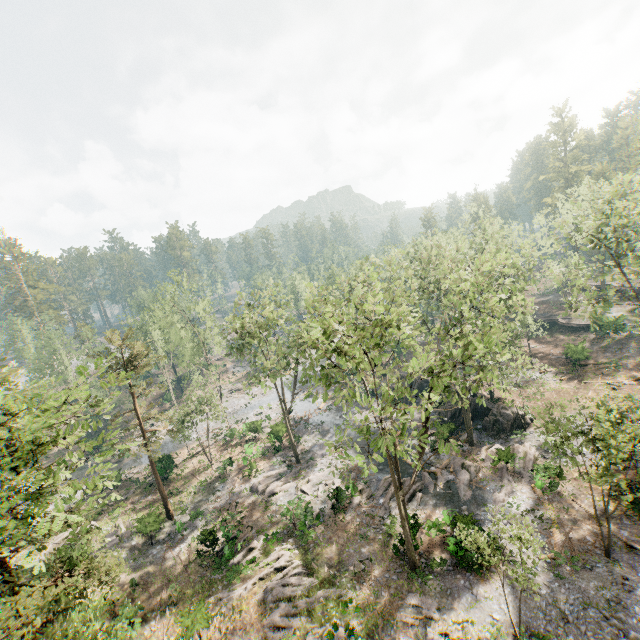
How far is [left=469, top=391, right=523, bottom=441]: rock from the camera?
30.3 meters

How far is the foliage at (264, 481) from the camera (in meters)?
27.14

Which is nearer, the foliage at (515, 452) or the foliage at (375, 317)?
the foliage at (375, 317)

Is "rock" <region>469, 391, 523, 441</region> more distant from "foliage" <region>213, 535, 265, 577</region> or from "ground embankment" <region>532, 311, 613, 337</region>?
"ground embankment" <region>532, 311, 613, 337</region>

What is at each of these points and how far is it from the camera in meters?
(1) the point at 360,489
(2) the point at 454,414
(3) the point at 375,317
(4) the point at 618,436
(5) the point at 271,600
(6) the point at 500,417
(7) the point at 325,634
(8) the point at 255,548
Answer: (1) foliage, 28.1 m
(2) rock, 34.9 m
(3) foliage, 15.8 m
(4) foliage, 15.7 m
(5) foliage, 20.5 m
(6) rock, 31.2 m
(7) foliage, 17.5 m
(8) foliage, 24.8 m

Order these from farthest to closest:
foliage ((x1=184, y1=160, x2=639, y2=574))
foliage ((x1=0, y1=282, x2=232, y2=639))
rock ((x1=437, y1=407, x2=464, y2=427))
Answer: rock ((x1=437, y1=407, x2=464, y2=427)) → foliage ((x1=184, y1=160, x2=639, y2=574)) → foliage ((x1=0, y1=282, x2=232, y2=639))

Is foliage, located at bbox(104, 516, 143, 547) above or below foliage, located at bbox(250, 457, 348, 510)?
above

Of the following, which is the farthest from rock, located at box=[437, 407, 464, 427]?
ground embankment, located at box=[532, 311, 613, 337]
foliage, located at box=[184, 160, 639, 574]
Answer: ground embankment, located at box=[532, 311, 613, 337]
